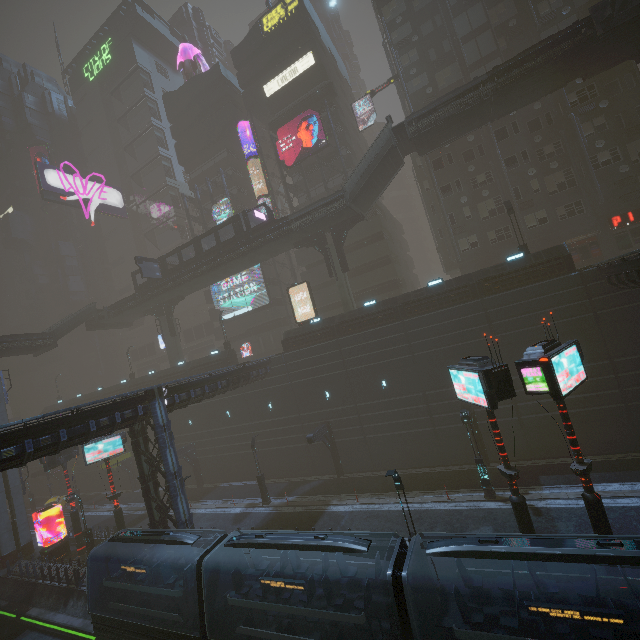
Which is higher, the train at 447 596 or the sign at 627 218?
the sign at 627 218

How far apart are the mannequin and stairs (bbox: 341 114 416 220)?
39.86m

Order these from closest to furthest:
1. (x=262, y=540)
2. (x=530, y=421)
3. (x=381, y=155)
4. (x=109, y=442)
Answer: (x=262, y=540), (x=530, y=421), (x=109, y=442), (x=381, y=155)

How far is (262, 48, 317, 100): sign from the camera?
39.6 meters

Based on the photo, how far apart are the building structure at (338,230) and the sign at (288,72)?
22.74m

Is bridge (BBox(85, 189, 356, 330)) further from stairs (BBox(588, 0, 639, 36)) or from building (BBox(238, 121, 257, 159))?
stairs (BBox(588, 0, 639, 36))

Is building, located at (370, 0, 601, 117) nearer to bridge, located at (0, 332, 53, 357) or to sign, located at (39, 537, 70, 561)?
sign, located at (39, 537, 70, 561)

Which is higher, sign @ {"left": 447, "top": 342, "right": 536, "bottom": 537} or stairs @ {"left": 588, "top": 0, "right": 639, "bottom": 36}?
stairs @ {"left": 588, "top": 0, "right": 639, "bottom": 36}
